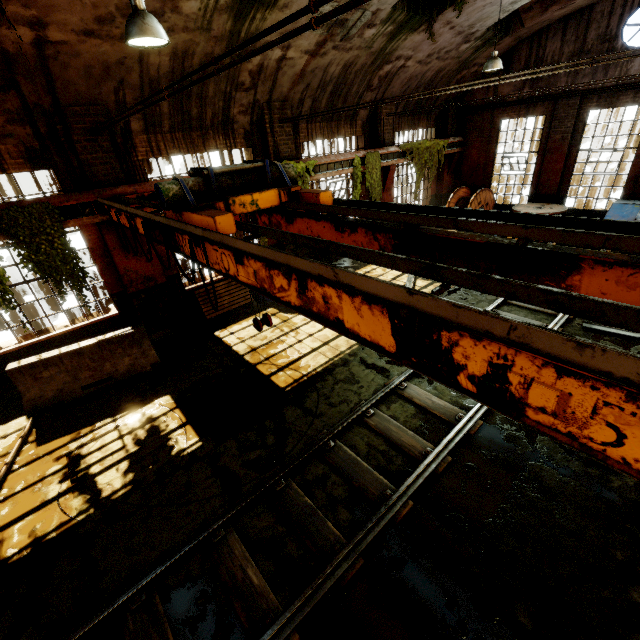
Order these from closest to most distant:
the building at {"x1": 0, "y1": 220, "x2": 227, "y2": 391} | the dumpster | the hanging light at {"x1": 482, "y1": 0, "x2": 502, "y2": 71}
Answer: the building at {"x1": 0, "y1": 220, "x2": 227, "y2": 391} < the hanging light at {"x1": 482, "y1": 0, "x2": 502, "y2": 71} < the dumpster

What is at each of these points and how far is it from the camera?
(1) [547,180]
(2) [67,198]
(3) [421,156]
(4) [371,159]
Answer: (1) pillar, 13.5 meters
(2) crane rail, 6.8 meters
(3) vine, 13.6 meters
(4) vine, 11.9 meters

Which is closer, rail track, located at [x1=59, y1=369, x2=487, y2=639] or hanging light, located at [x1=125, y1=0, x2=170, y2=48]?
rail track, located at [x1=59, y1=369, x2=487, y2=639]

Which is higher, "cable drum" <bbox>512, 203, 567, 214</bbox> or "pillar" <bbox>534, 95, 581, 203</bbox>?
"pillar" <bbox>534, 95, 581, 203</bbox>

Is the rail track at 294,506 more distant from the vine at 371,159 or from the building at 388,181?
the vine at 371,159

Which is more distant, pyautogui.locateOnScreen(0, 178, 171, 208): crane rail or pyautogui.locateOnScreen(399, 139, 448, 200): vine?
pyautogui.locateOnScreen(399, 139, 448, 200): vine

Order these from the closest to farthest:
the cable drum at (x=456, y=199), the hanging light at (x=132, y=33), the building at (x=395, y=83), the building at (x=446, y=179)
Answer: the hanging light at (x=132, y=33), the building at (x=395, y=83), the cable drum at (x=456, y=199), the building at (x=446, y=179)

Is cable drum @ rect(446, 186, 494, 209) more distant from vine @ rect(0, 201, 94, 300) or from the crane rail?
vine @ rect(0, 201, 94, 300)
